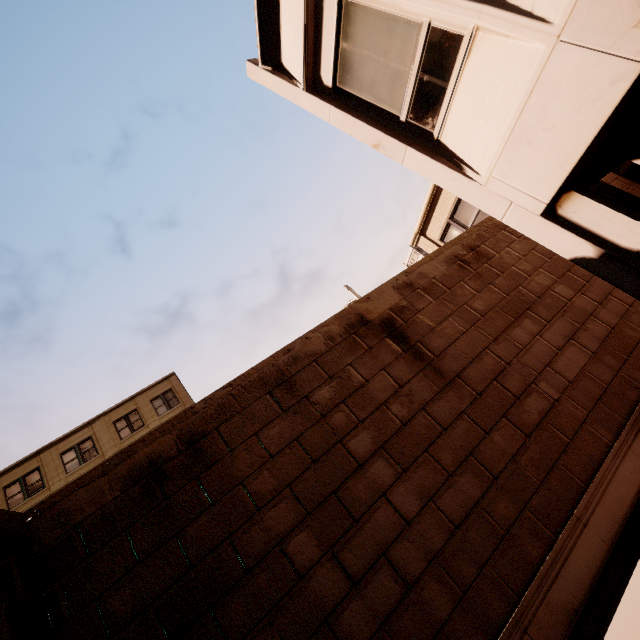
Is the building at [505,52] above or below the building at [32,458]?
below

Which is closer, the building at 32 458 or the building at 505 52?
the building at 505 52

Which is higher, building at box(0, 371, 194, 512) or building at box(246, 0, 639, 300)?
building at box(0, 371, 194, 512)

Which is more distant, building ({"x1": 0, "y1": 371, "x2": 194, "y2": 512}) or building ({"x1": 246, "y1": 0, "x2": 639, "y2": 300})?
building ({"x1": 0, "y1": 371, "x2": 194, "y2": 512})

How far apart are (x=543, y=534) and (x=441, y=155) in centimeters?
496cm
